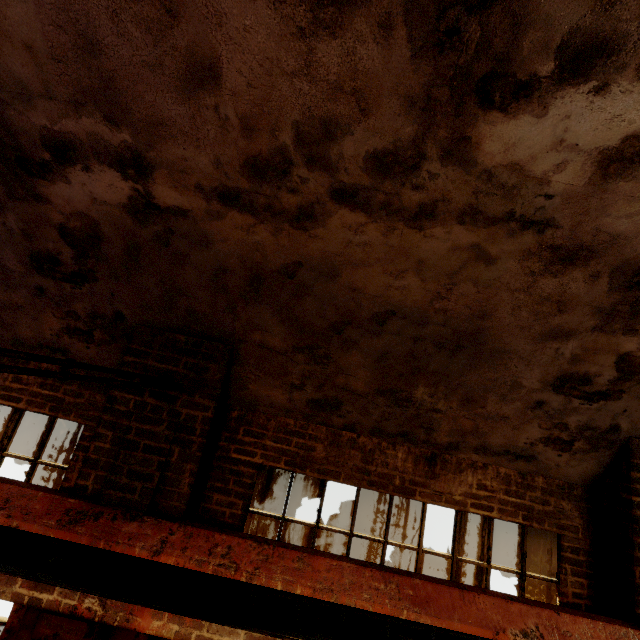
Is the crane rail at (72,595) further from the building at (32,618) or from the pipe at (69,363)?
the pipe at (69,363)

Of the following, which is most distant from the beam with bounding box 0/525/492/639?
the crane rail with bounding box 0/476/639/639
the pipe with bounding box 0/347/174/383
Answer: the pipe with bounding box 0/347/174/383

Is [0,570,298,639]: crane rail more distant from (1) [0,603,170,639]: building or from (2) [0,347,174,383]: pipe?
(2) [0,347,174,383]: pipe

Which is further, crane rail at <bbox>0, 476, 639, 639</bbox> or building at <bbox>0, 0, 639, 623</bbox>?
crane rail at <bbox>0, 476, 639, 639</bbox>

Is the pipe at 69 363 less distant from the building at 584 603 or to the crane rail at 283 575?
the building at 584 603

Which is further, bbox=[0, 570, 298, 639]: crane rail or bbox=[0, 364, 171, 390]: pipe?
bbox=[0, 570, 298, 639]: crane rail

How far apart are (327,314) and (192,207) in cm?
141

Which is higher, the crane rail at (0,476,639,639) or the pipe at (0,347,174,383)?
the pipe at (0,347,174,383)
